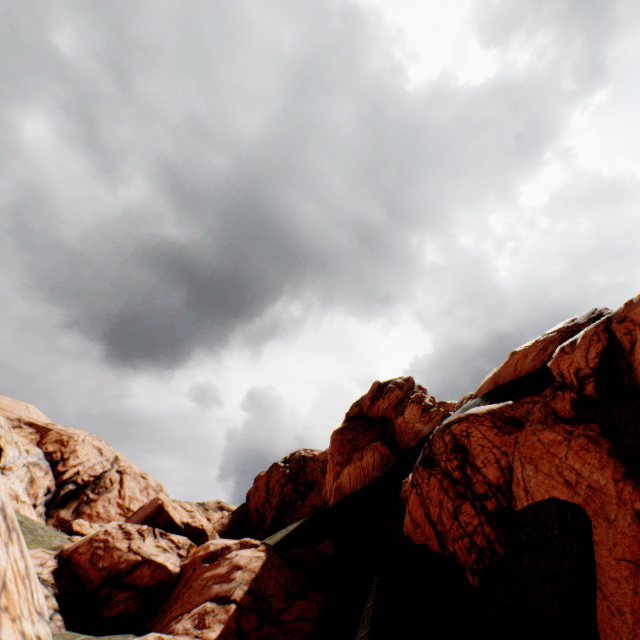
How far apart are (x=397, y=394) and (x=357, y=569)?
14.63m
